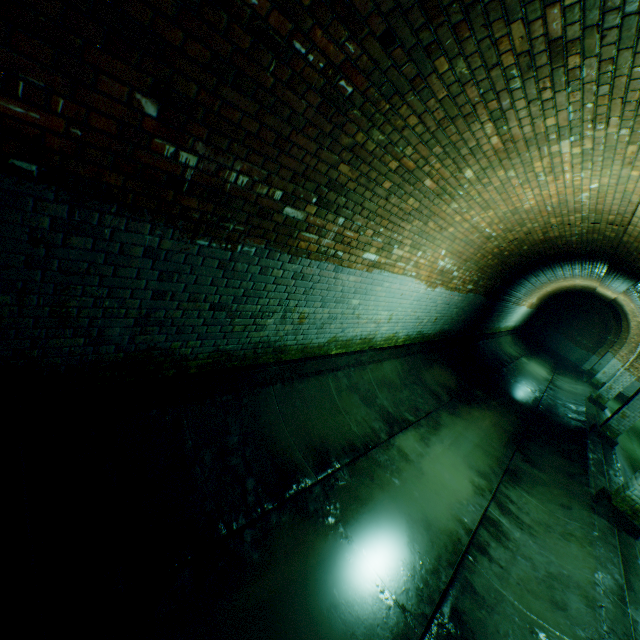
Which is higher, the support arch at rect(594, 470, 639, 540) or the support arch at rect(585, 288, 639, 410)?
the support arch at rect(585, 288, 639, 410)

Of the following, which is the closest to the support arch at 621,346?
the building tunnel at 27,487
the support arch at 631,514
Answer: the building tunnel at 27,487

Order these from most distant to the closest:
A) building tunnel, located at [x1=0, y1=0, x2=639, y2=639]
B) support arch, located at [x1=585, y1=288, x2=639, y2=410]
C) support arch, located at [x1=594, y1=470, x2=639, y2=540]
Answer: support arch, located at [x1=585, y1=288, x2=639, y2=410]
support arch, located at [x1=594, y1=470, x2=639, y2=540]
building tunnel, located at [x1=0, y1=0, x2=639, y2=639]

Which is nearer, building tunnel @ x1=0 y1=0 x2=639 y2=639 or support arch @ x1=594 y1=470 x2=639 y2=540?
building tunnel @ x1=0 y1=0 x2=639 y2=639

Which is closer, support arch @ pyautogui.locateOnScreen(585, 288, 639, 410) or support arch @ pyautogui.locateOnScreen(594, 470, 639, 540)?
support arch @ pyautogui.locateOnScreen(594, 470, 639, 540)

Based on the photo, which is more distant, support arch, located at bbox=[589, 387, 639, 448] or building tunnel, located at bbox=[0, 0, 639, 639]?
support arch, located at bbox=[589, 387, 639, 448]

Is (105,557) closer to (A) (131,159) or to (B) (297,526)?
(B) (297,526)

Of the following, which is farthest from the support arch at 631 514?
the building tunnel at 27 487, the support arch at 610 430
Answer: the support arch at 610 430
